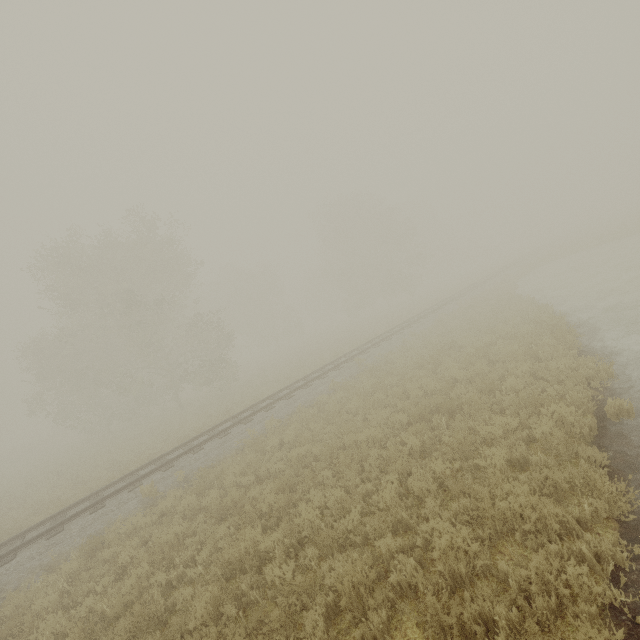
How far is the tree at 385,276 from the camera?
41.9 meters

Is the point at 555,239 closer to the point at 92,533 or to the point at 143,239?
the point at 143,239

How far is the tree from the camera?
41.9m
